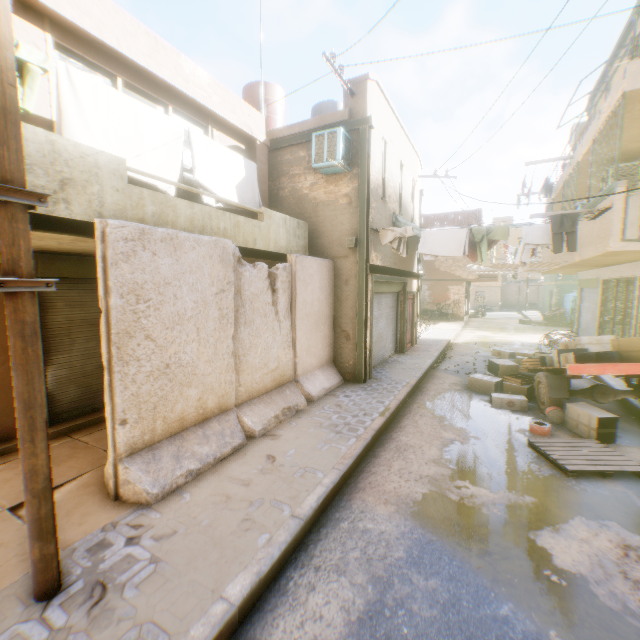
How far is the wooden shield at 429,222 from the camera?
24.3 meters

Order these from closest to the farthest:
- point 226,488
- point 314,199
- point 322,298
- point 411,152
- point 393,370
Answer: point 226,488, point 322,298, point 314,199, point 393,370, point 411,152

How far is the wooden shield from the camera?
24.33m

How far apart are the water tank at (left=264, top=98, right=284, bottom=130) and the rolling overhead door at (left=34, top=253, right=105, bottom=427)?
3.5 meters

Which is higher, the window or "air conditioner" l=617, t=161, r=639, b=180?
the window

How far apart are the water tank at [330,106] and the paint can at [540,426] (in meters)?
10.56

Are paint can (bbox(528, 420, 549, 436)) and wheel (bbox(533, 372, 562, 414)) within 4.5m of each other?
yes

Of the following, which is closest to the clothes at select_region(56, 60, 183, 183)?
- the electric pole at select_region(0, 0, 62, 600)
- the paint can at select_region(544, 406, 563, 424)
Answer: the electric pole at select_region(0, 0, 62, 600)
